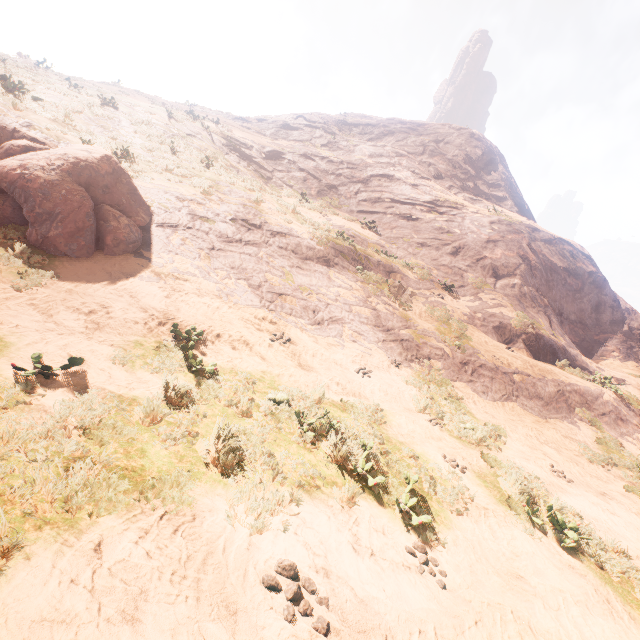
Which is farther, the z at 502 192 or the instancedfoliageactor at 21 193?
the instancedfoliageactor at 21 193

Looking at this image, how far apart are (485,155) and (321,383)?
39.01m

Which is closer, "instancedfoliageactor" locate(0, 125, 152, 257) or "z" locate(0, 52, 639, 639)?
"z" locate(0, 52, 639, 639)
